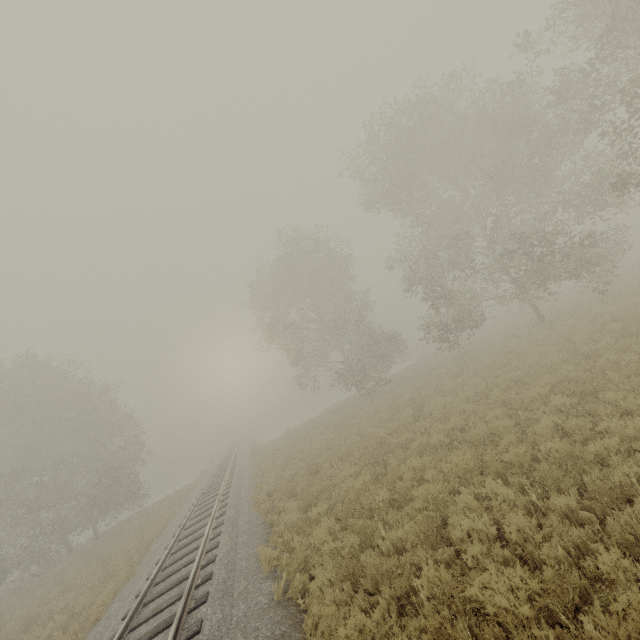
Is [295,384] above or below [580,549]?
above

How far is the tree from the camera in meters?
26.8 m

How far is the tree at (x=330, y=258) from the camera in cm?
2683
